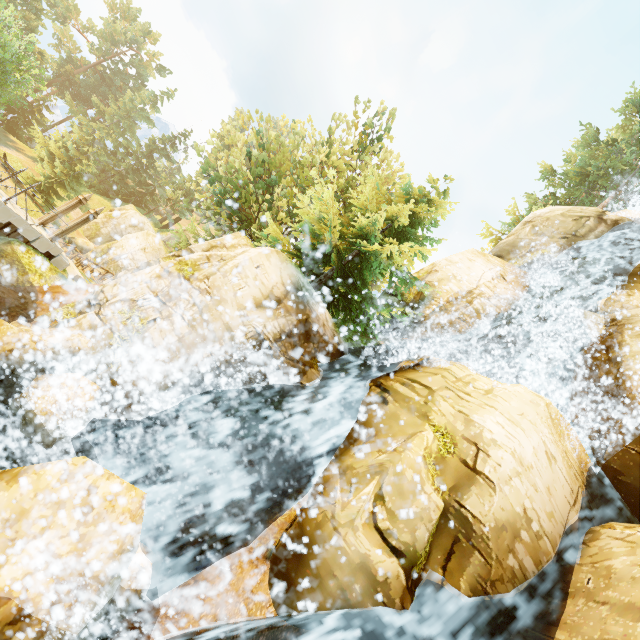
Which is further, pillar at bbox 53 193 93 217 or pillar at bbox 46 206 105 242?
pillar at bbox 53 193 93 217

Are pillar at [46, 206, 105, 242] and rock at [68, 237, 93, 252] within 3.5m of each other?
no

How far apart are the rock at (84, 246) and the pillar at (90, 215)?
23.5m

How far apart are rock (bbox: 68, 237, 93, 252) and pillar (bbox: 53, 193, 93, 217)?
22.42m

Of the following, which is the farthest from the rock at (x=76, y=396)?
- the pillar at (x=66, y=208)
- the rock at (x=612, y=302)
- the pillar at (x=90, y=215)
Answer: the rock at (x=612, y=302)

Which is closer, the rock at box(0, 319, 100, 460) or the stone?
the rock at box(0, 319, 100, 460)

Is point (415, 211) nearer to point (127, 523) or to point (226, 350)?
point (226, 350)

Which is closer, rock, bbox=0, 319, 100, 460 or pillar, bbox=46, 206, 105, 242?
rock, bbox=0, 319, 100, 460
